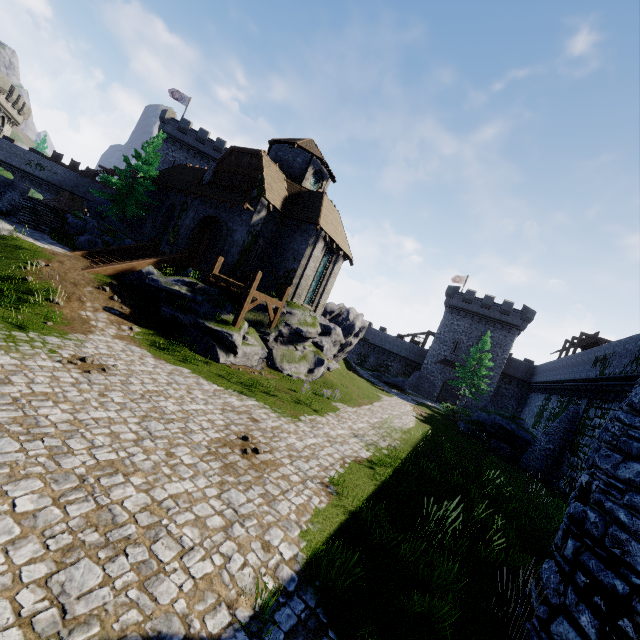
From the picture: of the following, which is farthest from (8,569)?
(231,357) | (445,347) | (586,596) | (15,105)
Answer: (15,105)

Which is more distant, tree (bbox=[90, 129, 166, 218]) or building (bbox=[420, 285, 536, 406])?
building (bbox=[420, 285, 536, 406])

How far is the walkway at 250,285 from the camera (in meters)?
16.69

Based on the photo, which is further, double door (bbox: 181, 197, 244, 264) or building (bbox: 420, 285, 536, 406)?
building (bbox: 420, 285, 536, 406)

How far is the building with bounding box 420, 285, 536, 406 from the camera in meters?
44.3

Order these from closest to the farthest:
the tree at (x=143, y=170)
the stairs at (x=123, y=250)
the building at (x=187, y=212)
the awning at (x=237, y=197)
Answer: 1. the stairs at (x=123, y=250)
2. the awning at (x=237, y=197)
3. the building at (x=187, y=212)
4. the tree at (x=143, y=170)

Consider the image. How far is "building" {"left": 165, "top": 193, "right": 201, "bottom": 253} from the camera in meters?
23.5

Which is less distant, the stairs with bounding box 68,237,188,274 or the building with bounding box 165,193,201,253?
the stairs with bounding box 68,237,188,274
